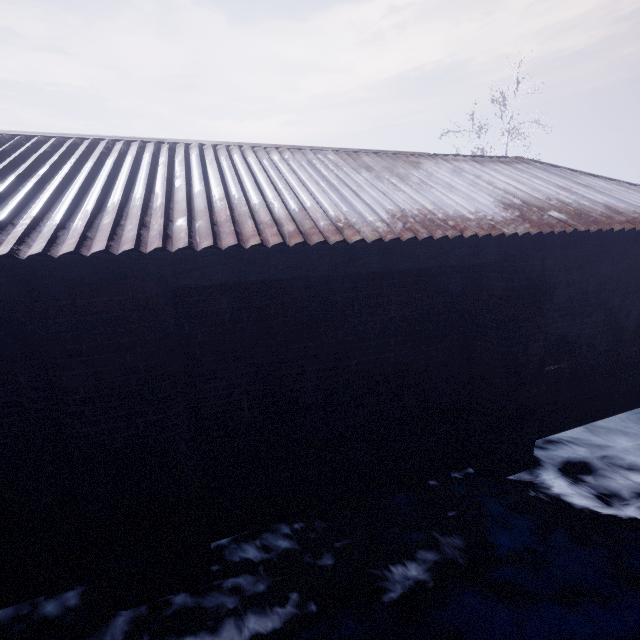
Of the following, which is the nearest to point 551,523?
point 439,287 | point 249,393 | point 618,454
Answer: point 618,454
